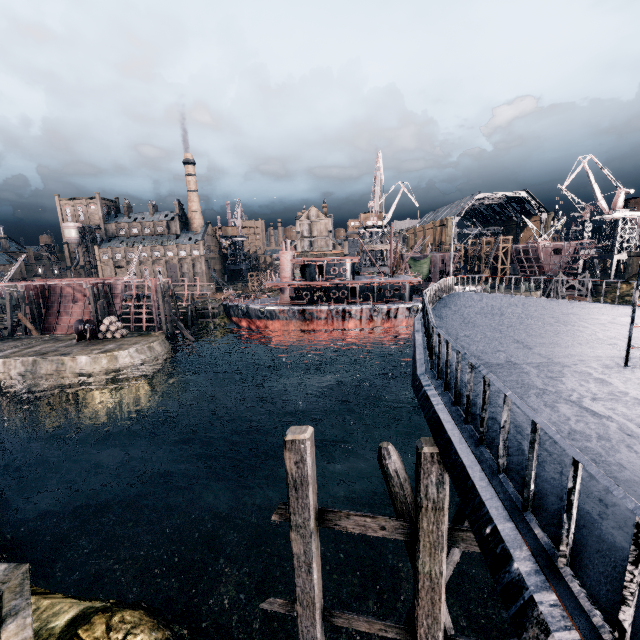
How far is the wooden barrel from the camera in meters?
39.4

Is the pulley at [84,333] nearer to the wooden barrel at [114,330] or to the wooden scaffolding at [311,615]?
the wooden barrel at [114,330]

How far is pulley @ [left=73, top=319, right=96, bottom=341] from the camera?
38.8 meters

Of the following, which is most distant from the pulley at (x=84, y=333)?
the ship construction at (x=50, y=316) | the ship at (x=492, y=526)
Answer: the ship at (x=492, y=526)

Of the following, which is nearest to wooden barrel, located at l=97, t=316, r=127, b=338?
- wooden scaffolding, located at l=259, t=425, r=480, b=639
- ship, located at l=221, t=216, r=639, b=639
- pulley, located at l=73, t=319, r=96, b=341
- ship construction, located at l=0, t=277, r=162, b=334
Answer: pulley, located at l=73, t=319, r=96, b=341

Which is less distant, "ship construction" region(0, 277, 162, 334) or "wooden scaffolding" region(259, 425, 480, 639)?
"wooden scaffolding" region(259, 425, 480, 639)

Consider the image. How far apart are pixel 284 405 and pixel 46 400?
24.15m

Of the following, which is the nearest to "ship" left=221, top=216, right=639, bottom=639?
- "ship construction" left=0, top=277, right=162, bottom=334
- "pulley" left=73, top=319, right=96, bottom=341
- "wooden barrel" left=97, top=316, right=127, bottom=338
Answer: "ship construction" left=0, top=277, right=162, bottom=334
